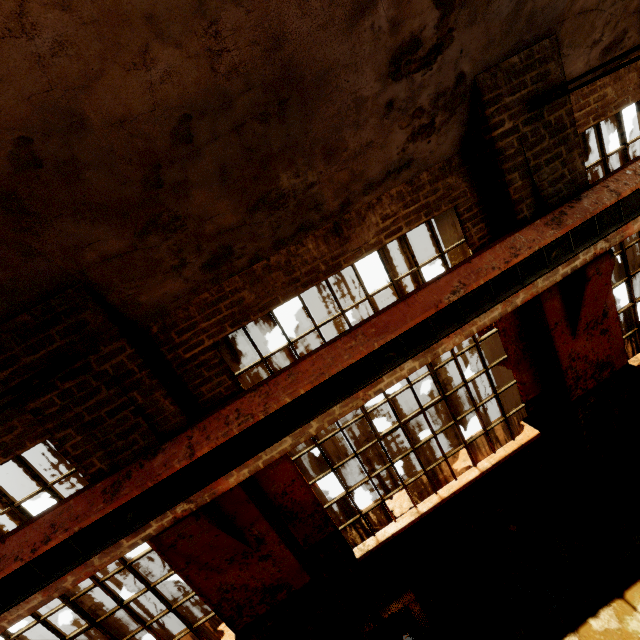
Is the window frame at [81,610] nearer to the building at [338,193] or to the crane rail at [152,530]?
the building at [338,193]

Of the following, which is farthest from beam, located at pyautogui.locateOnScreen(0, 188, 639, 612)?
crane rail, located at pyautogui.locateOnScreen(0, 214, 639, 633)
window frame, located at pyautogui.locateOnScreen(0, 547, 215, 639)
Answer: window frame, located at pyautogui.locateOnScreen(0, 547, 215, 639)

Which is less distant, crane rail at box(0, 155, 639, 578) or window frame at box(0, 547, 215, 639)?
crane rail at box(0, 155, 639, 578)

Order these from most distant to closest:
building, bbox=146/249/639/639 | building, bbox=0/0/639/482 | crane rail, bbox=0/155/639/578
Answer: building, bbox=146/249/639/639, crane rail, bbox=0/155/639/578, building, bbox=0/0/639/482

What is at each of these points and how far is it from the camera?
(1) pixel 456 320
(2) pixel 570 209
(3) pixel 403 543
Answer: (1) beam, 3.28m
(2) crane rail, 3.40m
(3) building, 4.58m

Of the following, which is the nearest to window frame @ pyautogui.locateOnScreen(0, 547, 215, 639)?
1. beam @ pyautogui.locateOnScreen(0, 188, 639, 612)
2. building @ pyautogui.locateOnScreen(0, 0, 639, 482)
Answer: building @ pyautogui.locateOnScreen(0, 0, 639, 482)

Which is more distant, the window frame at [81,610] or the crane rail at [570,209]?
the window frame at [81,610]

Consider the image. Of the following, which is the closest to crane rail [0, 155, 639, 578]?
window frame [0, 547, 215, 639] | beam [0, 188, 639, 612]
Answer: beam [0, 188, 639, 612]
